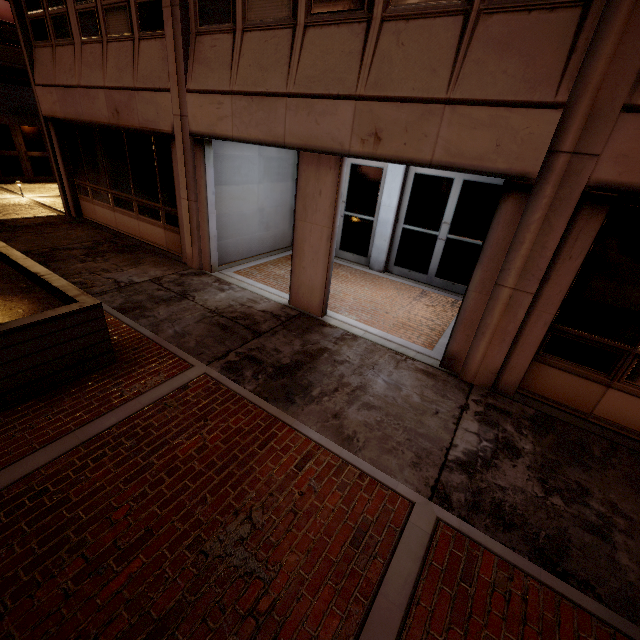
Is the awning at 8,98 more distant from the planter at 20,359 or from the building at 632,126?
the planter at 20,359

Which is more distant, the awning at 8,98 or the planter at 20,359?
the awning at 8,98

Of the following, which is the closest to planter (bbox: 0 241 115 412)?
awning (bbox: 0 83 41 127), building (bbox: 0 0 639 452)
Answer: building (bbox: 0 0 639 452)

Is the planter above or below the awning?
below

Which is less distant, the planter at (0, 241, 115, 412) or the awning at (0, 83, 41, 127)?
the planter at (0, 241, 115, 412)

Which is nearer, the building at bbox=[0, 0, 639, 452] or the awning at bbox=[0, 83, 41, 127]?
the building at bbox=[0, 0, 639, 452]

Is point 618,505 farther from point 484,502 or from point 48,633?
point 48,633
